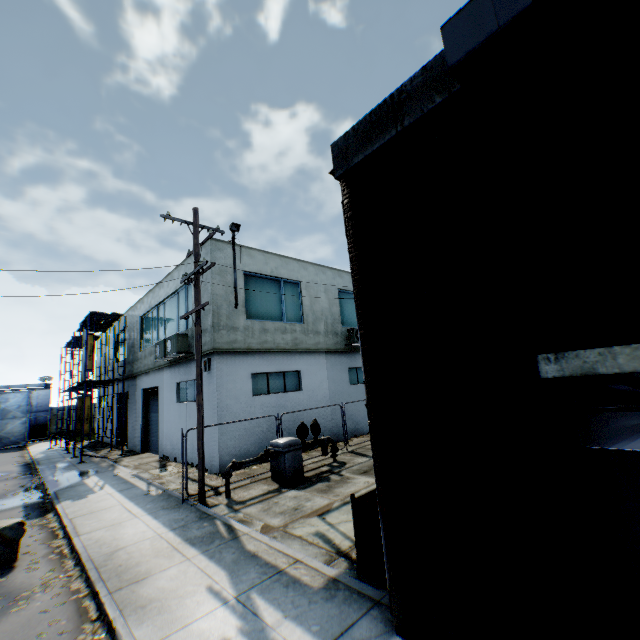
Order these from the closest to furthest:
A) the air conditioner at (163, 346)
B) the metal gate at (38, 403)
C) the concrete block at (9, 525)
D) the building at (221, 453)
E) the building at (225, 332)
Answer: the concrete block at (9, 525) → the building at (221, 453) → the building at (225, 332) → the air conditioner at (163, 346) → the metal gate at (38, 403)

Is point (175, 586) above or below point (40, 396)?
below

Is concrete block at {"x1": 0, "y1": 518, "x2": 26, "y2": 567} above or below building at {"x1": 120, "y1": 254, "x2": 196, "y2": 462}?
below

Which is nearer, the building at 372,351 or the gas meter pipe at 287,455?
the building at 372,351

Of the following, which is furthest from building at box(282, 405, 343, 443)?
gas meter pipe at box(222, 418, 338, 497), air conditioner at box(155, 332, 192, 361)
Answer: gas meter pipe at box(222, 418, 338, 497)

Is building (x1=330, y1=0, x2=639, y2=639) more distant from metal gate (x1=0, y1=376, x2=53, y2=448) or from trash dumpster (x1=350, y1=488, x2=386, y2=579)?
metal gate (x1=0, y1=376, x2=53, y2=448)

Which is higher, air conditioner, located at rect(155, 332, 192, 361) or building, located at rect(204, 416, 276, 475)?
air conditioner, located at rect(155, 332, 192, 361)

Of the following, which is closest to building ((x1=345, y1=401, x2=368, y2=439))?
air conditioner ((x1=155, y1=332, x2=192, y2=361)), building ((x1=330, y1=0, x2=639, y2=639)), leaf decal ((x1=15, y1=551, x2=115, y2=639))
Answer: air conditioner ((x1=155, y1=332, x2=192, y2=361))
